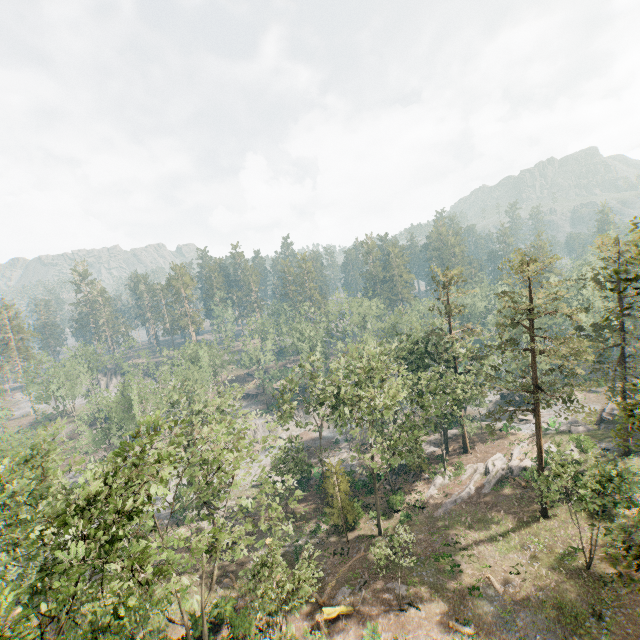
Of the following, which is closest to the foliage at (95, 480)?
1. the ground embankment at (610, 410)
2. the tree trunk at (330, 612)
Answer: the ground embankment at (610, 410)

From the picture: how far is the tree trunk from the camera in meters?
25.7 m

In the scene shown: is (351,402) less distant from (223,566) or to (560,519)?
(560,519)

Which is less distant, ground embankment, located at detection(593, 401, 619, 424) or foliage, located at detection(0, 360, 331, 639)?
foliage, located at detection(0, 360, 331, 639)

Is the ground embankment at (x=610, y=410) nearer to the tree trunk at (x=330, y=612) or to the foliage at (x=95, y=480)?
the foliage at (x=95, y=480)

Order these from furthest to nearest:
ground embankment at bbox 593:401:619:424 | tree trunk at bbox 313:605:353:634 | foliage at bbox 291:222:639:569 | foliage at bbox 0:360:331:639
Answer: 1. ground embankment at bbox 593:401:619:424
2. tree trunk at bbox 313:605:353:634
3. foliage at bbox 291:222:639:569
4. foliage at bbox 0:360:331:639

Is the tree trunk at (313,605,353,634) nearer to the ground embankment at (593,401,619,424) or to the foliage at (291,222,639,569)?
the foliage at (291,222,639,569)

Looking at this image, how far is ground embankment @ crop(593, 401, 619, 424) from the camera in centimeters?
4427cm
